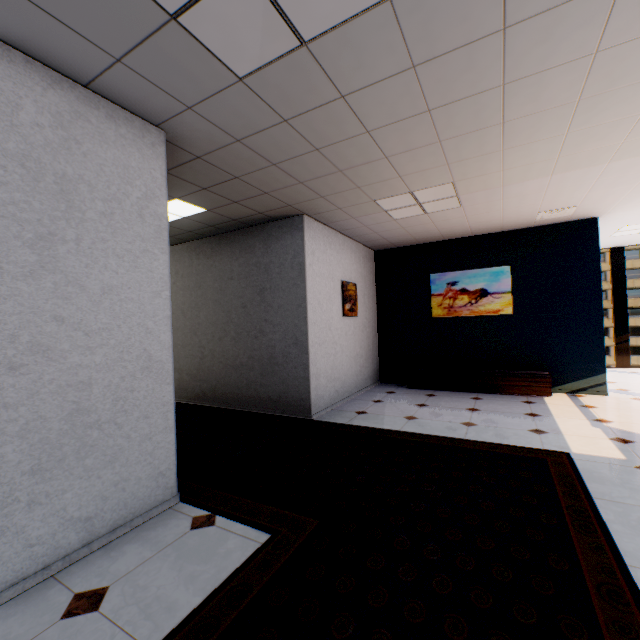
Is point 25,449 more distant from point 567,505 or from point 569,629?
point 567,505

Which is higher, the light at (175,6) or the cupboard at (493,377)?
the light at (175,6)

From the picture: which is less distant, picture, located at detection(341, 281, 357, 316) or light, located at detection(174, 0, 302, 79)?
light, located at detection(174, 0, 302, 79)

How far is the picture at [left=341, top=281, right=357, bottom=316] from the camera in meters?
5.7 m

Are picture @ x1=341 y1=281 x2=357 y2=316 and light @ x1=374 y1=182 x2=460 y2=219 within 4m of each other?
yes

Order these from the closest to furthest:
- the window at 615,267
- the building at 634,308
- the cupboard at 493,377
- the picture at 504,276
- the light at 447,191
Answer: the light at 447,191, the cupboard at 493,377, the picture at 504,276, the window at 615,267, the building at 634,308

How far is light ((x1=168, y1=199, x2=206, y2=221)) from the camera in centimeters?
410cm

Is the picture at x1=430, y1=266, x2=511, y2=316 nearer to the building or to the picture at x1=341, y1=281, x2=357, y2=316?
the picture at x1=341, y1=281, x2=357, y2=316
